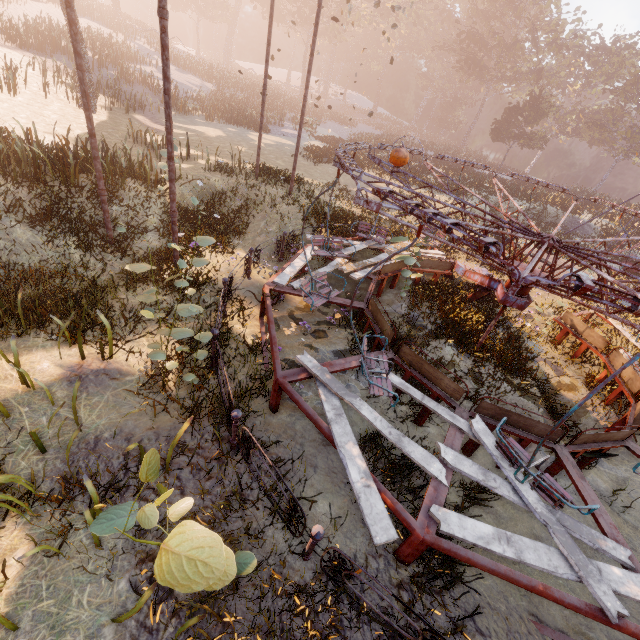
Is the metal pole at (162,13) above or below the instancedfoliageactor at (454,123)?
above

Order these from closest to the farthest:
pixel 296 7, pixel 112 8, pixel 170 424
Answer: pixel 170 424 → pixel 112 8 → pixel 296 7

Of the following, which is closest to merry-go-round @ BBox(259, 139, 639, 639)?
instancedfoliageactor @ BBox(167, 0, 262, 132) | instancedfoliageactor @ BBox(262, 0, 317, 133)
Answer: instancedfoliageactor @ BBox(262, 0, 317, 133)

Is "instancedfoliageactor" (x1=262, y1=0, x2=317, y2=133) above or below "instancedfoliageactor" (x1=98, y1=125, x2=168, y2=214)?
above

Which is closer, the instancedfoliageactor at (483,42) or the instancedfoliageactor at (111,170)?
the instancedfoliageactor at (111,170)

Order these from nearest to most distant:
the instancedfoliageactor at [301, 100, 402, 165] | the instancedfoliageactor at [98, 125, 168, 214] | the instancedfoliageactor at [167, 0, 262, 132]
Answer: the instancedfoliageactor at [98, 125, 168, 214]
the instancedfoliageactor at [301, 100, 402, 165]
the instancedfoliageactor at [167, 0, 262, 132]

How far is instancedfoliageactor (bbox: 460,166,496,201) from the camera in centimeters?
2580cm
